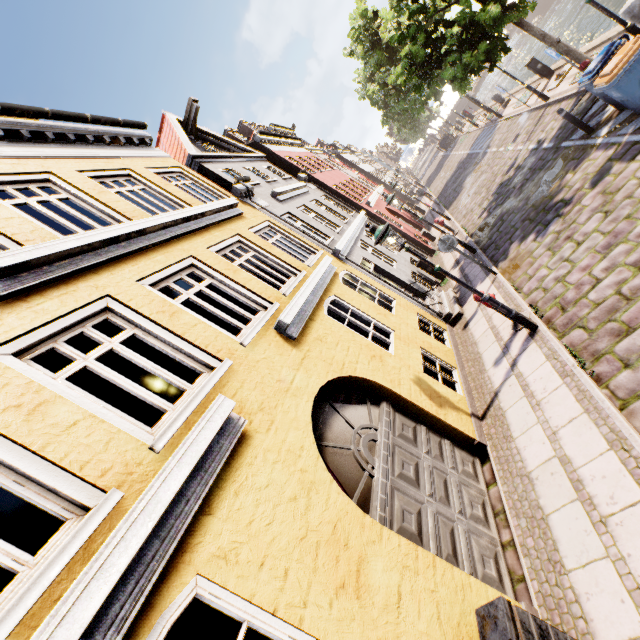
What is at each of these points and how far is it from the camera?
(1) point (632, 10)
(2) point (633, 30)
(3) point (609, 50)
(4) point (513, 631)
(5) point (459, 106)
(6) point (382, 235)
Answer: (1) pillar, 8.2 meters
(2) street light, 7.4 meters
(3) trash bin, 7.4 meters
(4) electrical box, 2.7 meters
(5) bridge, 47.0 meters
(6) street light, 6.1 meters

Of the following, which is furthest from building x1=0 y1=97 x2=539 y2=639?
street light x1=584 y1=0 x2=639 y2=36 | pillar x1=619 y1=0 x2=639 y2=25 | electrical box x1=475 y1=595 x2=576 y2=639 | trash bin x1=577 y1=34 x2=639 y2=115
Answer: pillar x1=619 y1=0 x2=639 y2=25

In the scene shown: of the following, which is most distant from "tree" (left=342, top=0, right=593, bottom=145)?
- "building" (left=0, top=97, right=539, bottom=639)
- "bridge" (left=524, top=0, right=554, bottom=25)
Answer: "building" (left=0, top=97, right=539, bottom=639)

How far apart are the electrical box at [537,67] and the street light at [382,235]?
15.42m

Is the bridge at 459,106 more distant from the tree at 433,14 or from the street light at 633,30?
the street light at 633,30

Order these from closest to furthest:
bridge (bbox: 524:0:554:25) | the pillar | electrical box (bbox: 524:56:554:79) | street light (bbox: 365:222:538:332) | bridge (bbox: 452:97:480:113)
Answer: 1. street light (bbox: 365:222:538:332)
2. the pillar
3. electrical box (bbox: 524:56:554:79)
4. bridge (bbox: 524:0:554:25)
5. bridge (bbox: 452:97:480:113)

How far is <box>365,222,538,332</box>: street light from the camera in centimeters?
618cm

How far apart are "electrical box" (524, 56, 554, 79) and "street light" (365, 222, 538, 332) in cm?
1542
